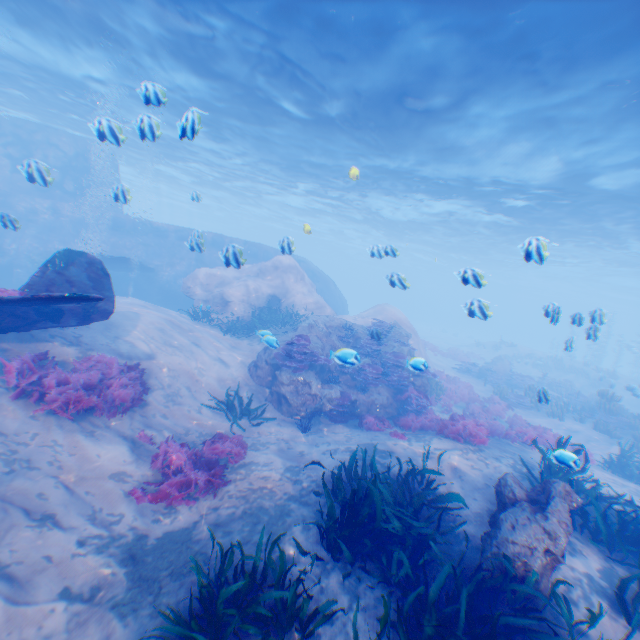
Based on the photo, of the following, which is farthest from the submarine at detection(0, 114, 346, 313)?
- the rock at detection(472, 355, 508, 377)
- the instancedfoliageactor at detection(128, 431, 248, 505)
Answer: the instancedfoliageactor at detection(128, 431, 248, 505)

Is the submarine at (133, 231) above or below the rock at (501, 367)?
above

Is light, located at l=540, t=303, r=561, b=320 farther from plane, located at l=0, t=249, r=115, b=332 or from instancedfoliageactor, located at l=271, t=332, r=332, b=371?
instancedfoliageactor, located at l=271, t=332, r=332, b=371

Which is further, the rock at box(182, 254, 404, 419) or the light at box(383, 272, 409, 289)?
the rock at box(182, 254, 404, 419)

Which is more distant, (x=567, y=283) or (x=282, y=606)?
(x=567, y=283)

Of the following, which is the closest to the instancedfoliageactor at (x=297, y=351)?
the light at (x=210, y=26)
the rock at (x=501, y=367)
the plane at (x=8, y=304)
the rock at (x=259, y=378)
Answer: the rock at (x=259, y=378)

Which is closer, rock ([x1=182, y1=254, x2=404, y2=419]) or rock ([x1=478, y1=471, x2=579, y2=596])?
rock ([x1=478, y1=471, x2=579, y2=596])

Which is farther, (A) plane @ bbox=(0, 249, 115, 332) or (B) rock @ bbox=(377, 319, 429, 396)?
(B) rock @ bbox=(377, 319, 429, 396)
